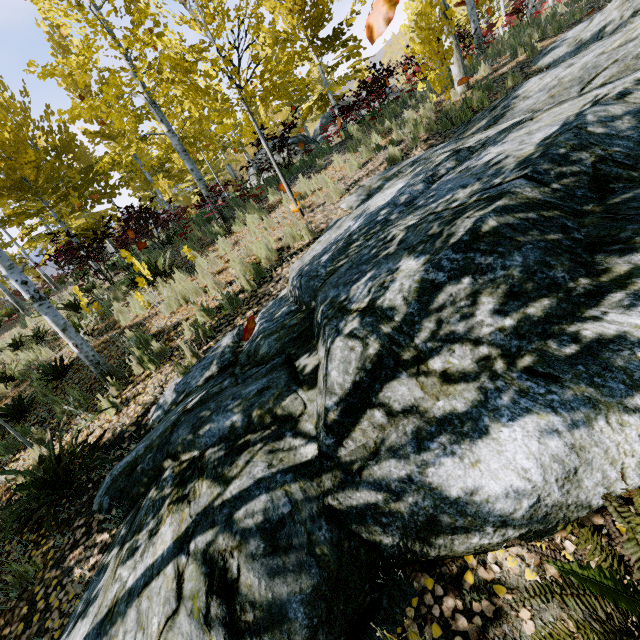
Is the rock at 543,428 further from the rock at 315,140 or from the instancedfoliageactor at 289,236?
the rock at 315,140

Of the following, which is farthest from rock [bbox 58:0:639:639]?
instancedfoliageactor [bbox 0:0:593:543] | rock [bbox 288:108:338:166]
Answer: rock [bbox 288:108:338:166]

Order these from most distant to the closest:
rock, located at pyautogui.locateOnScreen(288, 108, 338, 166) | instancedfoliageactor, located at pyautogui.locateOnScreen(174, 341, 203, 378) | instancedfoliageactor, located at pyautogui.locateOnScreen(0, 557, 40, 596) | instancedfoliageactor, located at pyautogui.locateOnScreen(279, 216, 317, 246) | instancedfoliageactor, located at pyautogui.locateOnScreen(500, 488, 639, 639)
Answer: rock, located at pyautogui.locateOnScreen(288, 108, 338, 166) < instancedfoliageactor, located at pyautogui.locateOnScreen(279, 216, 317, 246) < instancedfoliageactor, located at pyautogui.locateOnScreen(174, 341, 203, 378) < instancedfoliageactor, located at pyautogui.locateOnScreen(0, 557, 40, 596) < instancedfoliageactor, located at pyautogui.locateOnScreen(500, 488, 639, 639)

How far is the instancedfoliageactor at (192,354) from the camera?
4.5 meters

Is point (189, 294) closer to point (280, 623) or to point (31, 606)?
point (31, 606)

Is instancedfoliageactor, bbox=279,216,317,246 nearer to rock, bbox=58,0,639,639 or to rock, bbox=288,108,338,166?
rock, bbox=58,0,639,639

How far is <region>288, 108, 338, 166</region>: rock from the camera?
12.01m
